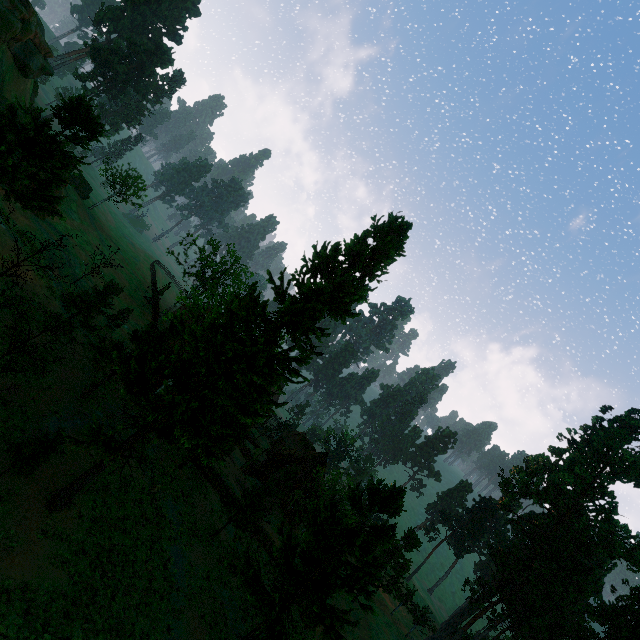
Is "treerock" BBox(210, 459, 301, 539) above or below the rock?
below

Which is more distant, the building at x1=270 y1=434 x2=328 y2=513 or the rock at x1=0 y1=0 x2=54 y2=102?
the building at x1=270 y1=434 x2=328 y2=513

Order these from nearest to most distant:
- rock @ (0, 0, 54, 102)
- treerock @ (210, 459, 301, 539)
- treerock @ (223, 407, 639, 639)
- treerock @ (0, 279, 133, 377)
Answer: treerock @ (0, 279, 133, 377), treerock @ (223, 407, 639, 639), treerock @ (210, 459, 301, 539), rock @ (0, 0, 54, 102)

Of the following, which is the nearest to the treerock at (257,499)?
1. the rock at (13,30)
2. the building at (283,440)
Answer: the building at (283,440)

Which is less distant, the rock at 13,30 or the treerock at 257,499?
the treerock at 257,499

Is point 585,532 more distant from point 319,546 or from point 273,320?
point 273,320

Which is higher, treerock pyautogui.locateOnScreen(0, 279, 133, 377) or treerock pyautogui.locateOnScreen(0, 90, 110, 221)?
treerock pyautogui.locateOnScreen(0, 90, 110, 221)

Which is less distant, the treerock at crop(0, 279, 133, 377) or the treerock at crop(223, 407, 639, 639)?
the treerock at crop(0, 279, 133, 377)
